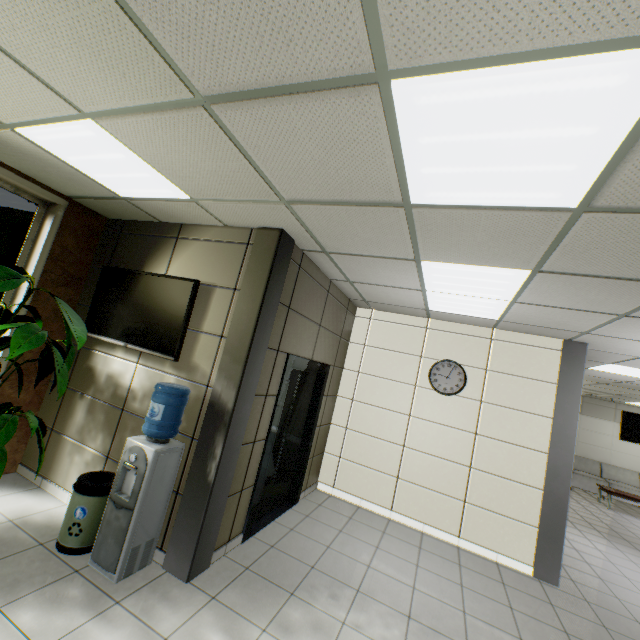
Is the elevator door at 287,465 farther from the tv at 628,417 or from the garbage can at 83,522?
the tv at 628,417

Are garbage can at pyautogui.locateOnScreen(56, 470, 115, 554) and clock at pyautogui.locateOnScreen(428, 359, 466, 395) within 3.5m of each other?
no

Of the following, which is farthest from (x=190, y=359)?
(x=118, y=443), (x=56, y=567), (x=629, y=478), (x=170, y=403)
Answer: (x=629, y=478)

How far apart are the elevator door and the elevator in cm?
0

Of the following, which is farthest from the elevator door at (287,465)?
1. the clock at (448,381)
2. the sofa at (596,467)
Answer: the sofa at (596,467)

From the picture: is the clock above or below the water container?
above

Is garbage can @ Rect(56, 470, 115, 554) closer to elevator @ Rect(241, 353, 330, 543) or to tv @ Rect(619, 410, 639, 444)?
elevator @ Rect(241, 353, 330, 543)

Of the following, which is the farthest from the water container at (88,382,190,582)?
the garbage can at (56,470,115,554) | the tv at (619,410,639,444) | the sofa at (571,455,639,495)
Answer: the sofa at (571,455,639,495)
